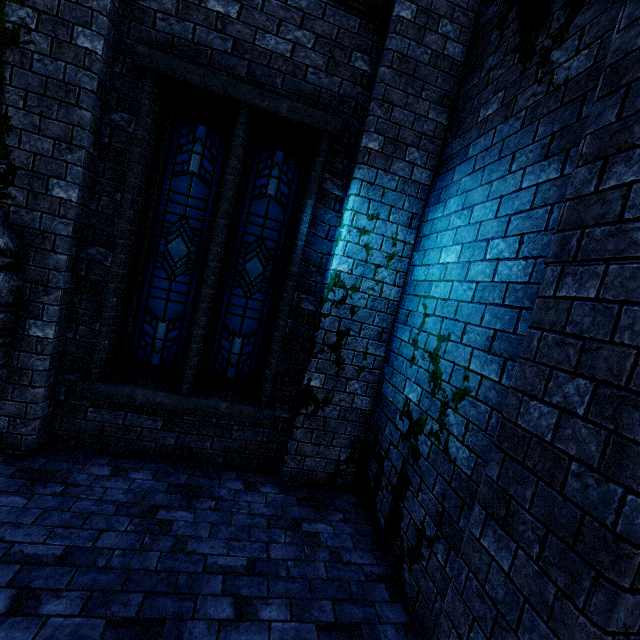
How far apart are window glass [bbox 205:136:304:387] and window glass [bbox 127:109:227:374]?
0.2 meters

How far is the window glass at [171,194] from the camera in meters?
4.0

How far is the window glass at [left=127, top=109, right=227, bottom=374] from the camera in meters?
4.0 m

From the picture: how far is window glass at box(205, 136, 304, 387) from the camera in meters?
4.2

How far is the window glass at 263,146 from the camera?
4.2 meters

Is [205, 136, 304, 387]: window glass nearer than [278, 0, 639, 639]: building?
No

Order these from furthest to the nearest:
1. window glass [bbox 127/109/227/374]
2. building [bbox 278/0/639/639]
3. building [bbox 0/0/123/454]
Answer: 1. window glass [bbox 127/109/227/374]
2. building [bbox 0/0/123/454]
3. building [bbox 278/0/639/639]

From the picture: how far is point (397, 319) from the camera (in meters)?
4.33
